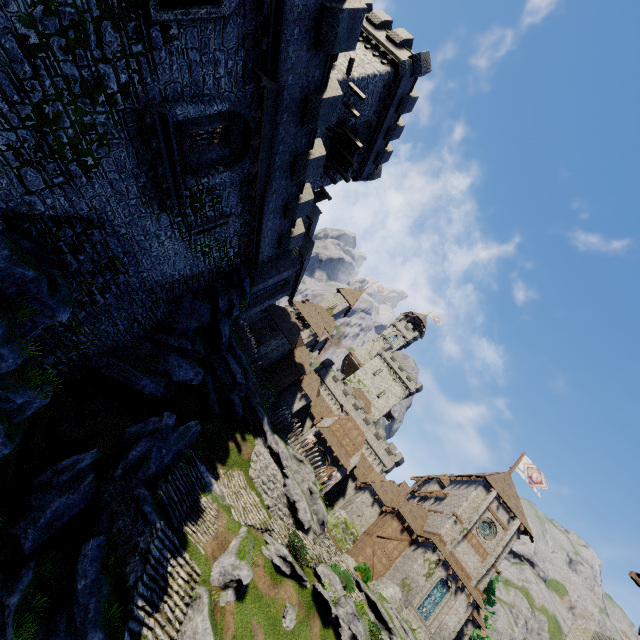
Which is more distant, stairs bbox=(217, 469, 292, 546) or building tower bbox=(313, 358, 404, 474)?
building tower bbox=(313, 358, 404, 474)

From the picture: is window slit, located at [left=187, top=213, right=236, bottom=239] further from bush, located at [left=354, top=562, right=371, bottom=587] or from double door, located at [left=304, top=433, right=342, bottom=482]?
bush, located at [left=354, top=562, right=371, bottom=587]

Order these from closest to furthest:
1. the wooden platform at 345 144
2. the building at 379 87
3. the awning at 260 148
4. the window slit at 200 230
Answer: the awning at 260 148
the window slit at 200 230
the building at 379 87
the wooden platform at 345 144

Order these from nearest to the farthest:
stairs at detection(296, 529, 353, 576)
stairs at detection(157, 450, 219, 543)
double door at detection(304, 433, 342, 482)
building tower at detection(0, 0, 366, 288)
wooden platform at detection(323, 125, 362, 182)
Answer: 1. building tower at detection(0, 0, 366, 288)
2. stairs at detection(157, 450, 219, 543)
3. stairs at detection(296, 529, 353, 576)
4. wooden platform at detection(323, 125, 362, 182)
5. double door at detection(304, 433, 342, 482)

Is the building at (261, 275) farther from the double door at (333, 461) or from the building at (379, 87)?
the building at (379, 87)

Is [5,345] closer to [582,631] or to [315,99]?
[315,99]

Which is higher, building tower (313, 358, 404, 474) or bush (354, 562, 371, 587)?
building tower (313, 358, 404, 474)

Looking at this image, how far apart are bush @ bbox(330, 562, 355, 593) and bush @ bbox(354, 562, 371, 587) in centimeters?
760cm
